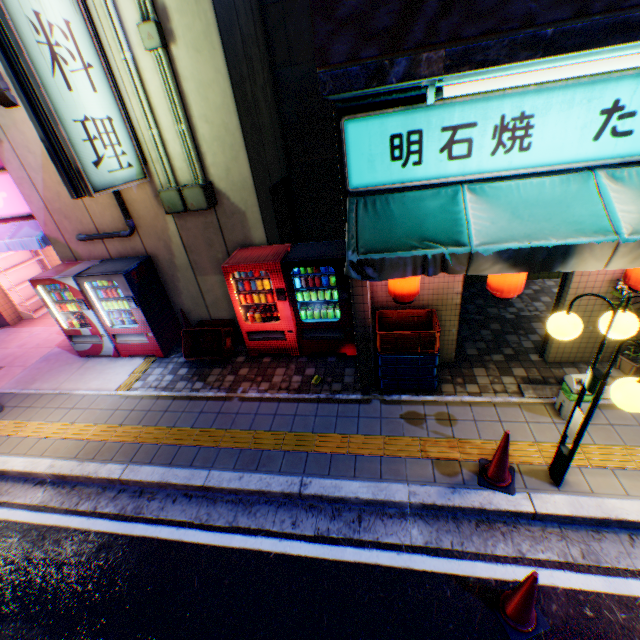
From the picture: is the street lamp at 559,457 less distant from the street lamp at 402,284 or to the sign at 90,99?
the street lamp at 402,284

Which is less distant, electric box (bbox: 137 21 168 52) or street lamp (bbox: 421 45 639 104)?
street lamp (bbox: 421 45 639 104)

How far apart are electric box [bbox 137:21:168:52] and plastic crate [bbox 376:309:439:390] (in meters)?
5.17

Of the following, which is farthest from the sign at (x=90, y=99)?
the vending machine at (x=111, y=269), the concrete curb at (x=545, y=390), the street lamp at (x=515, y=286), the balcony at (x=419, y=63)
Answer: the concrete curb at (x=545, y=390)

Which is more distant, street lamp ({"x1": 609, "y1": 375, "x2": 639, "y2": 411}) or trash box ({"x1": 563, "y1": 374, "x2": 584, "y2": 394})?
trash box ({"x1": 563, "y1": 374, "x2": 584, "y2": 394})

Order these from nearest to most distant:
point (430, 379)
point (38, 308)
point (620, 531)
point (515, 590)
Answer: Answer: point (515, 590) → point (620, 531) → point (430, 379) → point (38, 308)

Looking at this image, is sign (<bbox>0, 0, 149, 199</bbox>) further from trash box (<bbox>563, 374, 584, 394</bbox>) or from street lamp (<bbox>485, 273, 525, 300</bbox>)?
trash box (<bbox>563, 374, 584, 394</bbox>)

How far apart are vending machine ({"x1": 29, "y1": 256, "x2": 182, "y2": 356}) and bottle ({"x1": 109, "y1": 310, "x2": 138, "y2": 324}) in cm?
1
